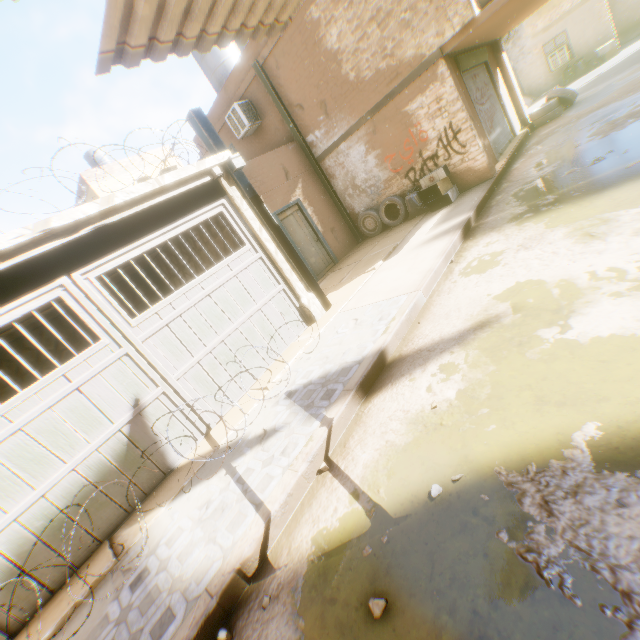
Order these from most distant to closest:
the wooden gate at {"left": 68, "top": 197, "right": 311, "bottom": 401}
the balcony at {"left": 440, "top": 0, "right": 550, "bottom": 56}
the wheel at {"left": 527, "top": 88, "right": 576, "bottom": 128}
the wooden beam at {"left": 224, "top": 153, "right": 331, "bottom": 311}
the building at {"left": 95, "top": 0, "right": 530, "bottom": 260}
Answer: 1. the wheel at {"left": 527, "top": 88, "right": 576, "bottom": 128}
2. the balcony at {"left": 440, "top": 0, "right": 550, "bottom": 56}
3. the wooden beam at {"left": 224, "top": 153, "right": 331, "bottom": 311}
4. the wooden gate at {"left": 68, "top": 197, "right": 311, "bottom": 401}
5. the building at {"left": 95, "top": 0, "right": 530, "bottom": 260}

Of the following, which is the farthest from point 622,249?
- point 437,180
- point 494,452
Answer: point 437,180

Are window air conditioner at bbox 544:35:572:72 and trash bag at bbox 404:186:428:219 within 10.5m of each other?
no

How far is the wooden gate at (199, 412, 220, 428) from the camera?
5.1 meters

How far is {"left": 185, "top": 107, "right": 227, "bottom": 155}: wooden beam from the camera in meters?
5.8 m

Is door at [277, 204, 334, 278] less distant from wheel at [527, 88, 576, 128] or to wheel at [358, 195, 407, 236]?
wheel at [358, 195, 407, 236]

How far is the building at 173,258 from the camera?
8.6m

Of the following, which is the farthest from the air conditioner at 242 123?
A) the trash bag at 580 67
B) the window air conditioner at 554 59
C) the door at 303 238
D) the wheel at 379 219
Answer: the trash bag at 580 67
